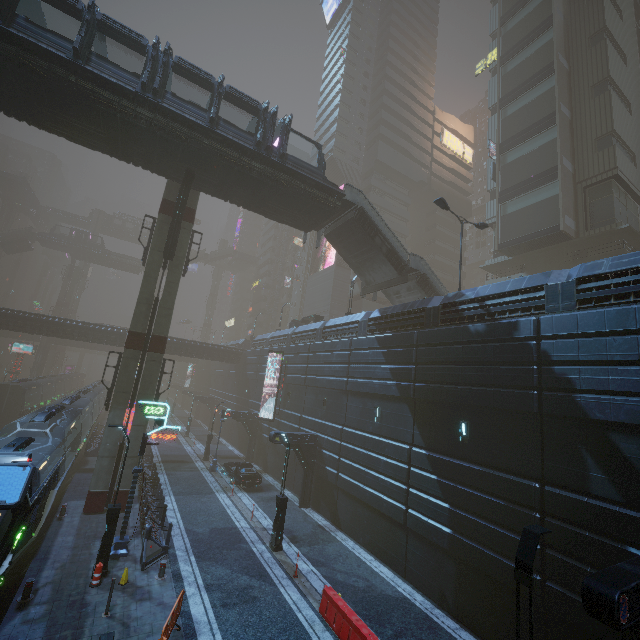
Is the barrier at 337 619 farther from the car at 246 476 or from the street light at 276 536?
the car at 246 476

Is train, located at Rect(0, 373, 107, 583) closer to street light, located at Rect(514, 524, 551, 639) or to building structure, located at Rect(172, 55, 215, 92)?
street light, located at Rect(514, 524, 551, 639)

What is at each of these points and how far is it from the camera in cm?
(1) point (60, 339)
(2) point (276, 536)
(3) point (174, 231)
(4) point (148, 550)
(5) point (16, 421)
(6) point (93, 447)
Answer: (1) building, 5753
(2) street light, 1612
(3) building structure, 2078
(4) barrier, 1393
(5) train, 1515
(6) building, 2908

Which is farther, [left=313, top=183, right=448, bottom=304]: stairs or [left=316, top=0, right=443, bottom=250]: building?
[left=316, top=0, right=443, bottom=250]: building

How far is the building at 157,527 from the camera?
15.2 meters

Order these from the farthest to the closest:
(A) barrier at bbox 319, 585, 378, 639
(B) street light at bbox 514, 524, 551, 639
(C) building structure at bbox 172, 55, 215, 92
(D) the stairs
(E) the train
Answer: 1. (D) the stairs
2. (C) building structure at bbox 172, 55, 215, 92
3. (A) barrier at bbox 319, 585, 378, 639
4. (E) the train
5. (B) street light at bbox 514, 524, 551, 639

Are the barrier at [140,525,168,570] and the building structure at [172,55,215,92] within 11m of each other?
no

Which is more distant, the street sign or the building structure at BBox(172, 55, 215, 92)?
the building structure at BBox(172, 55, 215, 92)
